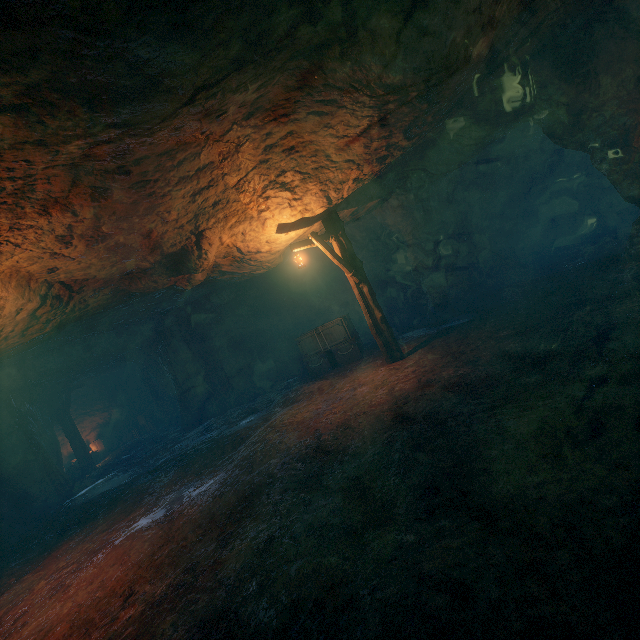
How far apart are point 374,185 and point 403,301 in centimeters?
633cm

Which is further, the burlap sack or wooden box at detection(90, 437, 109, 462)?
wooden box at detection(90, 437, 109, 462)

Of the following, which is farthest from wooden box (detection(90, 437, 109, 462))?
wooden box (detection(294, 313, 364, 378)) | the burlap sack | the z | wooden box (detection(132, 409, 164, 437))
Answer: the z

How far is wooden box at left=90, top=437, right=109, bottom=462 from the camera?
18.5m

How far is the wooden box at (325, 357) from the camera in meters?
12.2

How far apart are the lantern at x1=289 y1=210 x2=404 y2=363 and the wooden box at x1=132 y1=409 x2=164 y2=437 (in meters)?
16.67

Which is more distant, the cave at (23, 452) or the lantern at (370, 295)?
the cave at (23, 452)

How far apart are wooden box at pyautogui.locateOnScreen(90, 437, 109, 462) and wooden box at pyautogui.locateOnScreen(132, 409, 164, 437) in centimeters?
157cm
